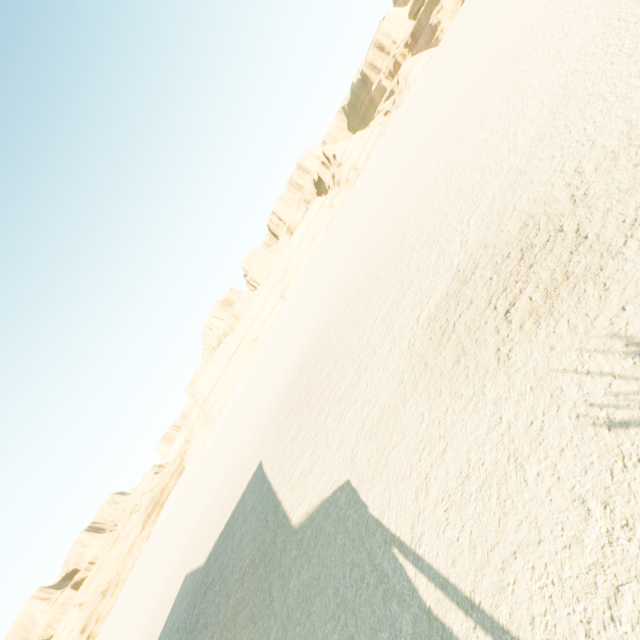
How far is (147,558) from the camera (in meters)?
56.31
